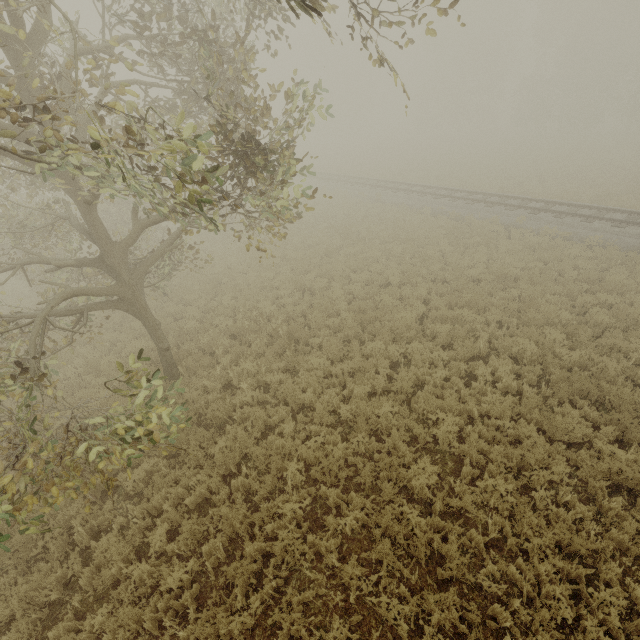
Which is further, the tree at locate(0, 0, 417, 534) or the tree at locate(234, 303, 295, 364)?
the tree at locate(234, 303, 295, 364)

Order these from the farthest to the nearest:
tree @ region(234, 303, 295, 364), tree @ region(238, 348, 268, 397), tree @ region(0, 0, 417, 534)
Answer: tree @ region(234, 303, 295, 364)
tree @ region(238, 348, 268, 397)
tree @ region(0, 0, 417, 534)

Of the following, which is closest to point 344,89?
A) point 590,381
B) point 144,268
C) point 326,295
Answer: point 326,295

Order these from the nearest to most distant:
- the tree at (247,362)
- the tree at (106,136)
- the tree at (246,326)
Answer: the tree at (106,136) < the tree at (247,362) < the tree at (246,326)

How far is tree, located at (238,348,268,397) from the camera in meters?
8.7 m

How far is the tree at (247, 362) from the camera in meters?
8.7
